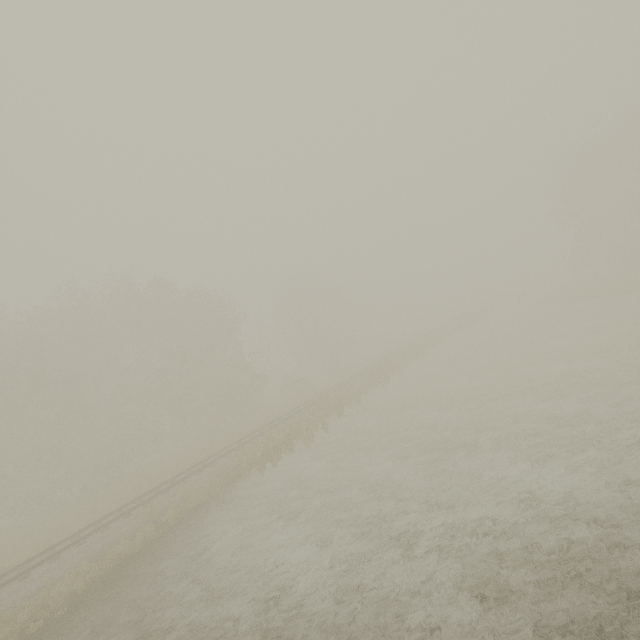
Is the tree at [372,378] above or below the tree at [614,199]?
below

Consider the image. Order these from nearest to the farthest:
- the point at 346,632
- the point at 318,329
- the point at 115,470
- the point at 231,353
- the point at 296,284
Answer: the point at 346,632
the point at 115,470
the point at 231,353
the point at 318,329
the point at 296,284

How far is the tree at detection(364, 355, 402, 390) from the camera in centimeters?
2782cm

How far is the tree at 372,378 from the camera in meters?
27.8

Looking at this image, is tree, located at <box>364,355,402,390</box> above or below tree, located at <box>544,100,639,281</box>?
below

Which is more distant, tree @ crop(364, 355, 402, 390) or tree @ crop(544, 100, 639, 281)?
tree @ crop(544, 100, 639, 281)
